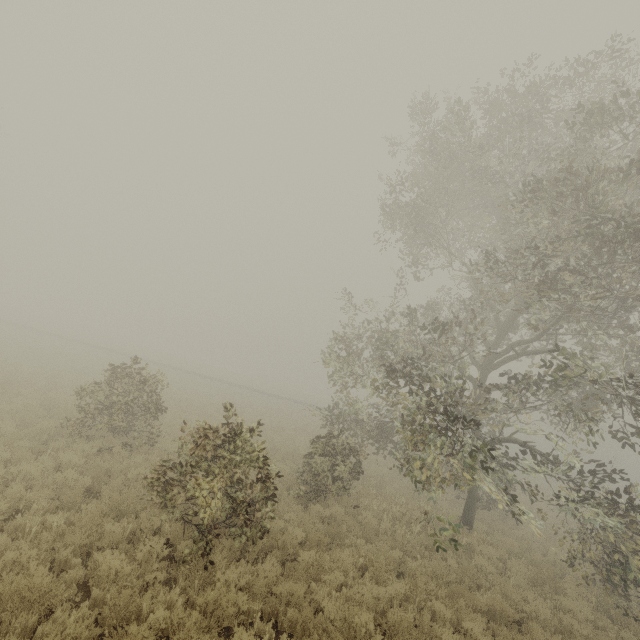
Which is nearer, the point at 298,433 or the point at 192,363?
the point at 298,433
